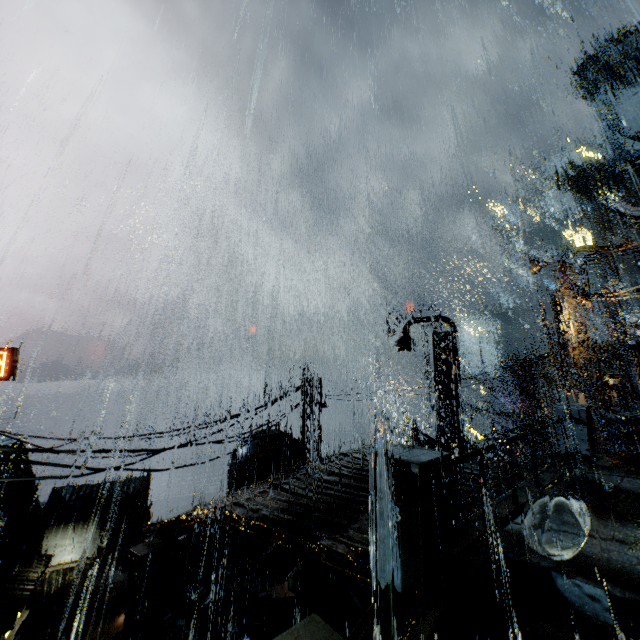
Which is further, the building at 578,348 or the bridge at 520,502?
the building at 578,348

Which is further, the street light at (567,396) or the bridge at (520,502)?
the street light at (567,396)

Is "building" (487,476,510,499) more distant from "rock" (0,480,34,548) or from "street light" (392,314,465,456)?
"rock" (0,480,34,548)

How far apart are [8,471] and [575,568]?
75.7m

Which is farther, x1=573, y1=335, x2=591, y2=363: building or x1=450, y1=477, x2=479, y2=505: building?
x1=573, y1=335, x2=591, y2=363: building

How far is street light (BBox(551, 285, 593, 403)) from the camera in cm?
1388

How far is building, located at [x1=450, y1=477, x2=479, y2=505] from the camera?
9.0m
